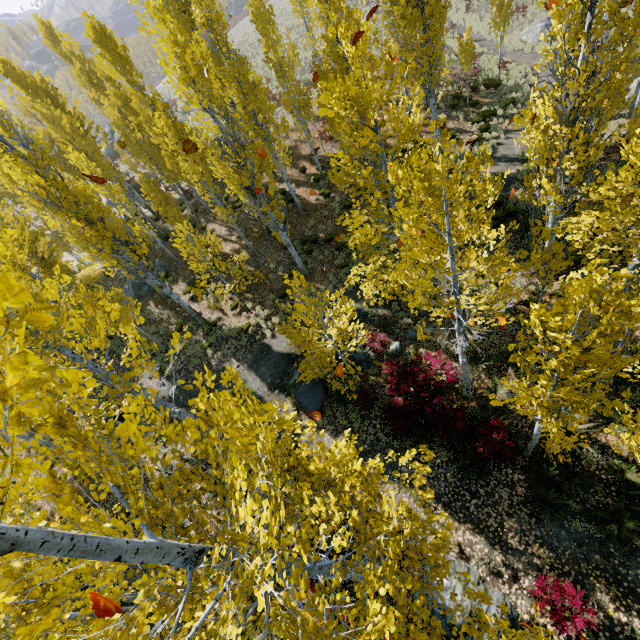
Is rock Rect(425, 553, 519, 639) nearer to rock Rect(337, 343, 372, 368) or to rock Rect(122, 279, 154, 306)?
rock Rect(337, 343, 372, 368)

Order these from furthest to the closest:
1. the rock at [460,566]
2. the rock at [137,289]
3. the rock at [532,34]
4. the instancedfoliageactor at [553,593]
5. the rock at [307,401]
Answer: the rock at [532,34] < the rock at [137,289] < the rock at [307,401] < the rock at [460,566] < the instancedfoliageactor at [553,593]

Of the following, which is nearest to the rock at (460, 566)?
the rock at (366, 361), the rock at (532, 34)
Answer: the rock at (366, 361)

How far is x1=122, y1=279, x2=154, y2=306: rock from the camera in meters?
20.2

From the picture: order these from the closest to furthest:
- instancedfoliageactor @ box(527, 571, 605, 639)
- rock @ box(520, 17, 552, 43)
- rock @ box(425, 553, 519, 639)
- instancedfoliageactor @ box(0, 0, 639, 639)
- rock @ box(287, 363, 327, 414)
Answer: instancedfoliageactor @ box(0, 0, 639, 639)
instancedfoliageactor @ box(527, 571, 605, 639)
rock @ box(425, 553, 519, 639)
rock @ box(287, 363, 327, 414)
rock @ box(520, 17, 552, 43)

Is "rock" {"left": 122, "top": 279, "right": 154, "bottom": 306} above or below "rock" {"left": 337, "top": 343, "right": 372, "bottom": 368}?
above

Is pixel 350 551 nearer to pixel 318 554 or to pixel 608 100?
pixel 318 554

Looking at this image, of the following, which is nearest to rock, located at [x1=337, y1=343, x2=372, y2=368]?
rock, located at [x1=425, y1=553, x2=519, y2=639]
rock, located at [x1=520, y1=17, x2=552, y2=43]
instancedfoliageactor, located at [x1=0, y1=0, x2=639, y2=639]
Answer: instancedfoliageactor, located at [x1=0, y1=0, x2=639, y2=639]
